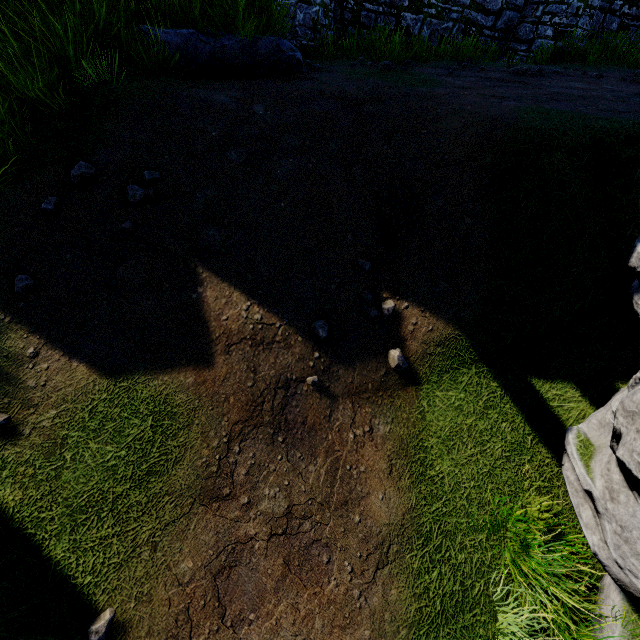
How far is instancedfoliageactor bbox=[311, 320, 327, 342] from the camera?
4.8m

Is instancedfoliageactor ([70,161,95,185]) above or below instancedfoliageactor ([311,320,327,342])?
above

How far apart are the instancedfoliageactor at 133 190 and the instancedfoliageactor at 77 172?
0.5 meters

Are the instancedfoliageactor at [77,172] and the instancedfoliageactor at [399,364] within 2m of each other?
no

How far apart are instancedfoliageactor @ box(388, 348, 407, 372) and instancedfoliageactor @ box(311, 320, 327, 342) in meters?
1.1 m

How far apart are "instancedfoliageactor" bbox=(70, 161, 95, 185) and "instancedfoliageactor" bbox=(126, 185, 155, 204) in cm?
55

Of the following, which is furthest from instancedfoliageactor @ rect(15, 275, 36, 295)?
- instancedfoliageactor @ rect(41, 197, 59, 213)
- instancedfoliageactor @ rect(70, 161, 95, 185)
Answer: instancedfoliageactor @ rect(70, 161, 95, 185)

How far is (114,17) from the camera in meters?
6.2
